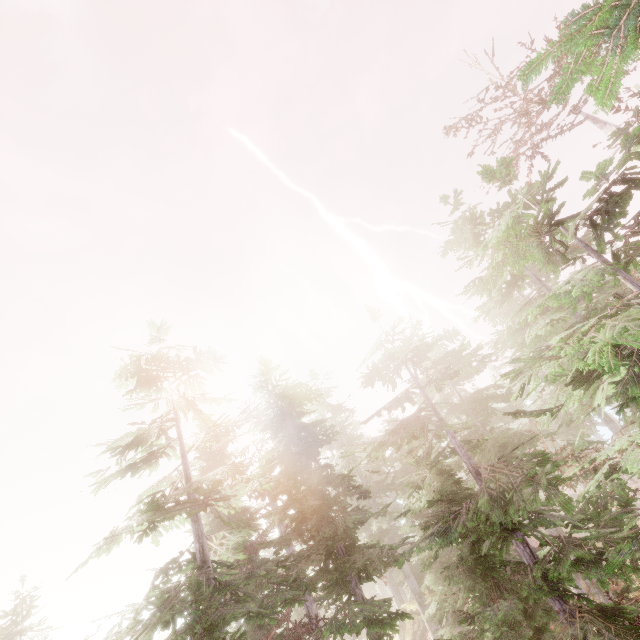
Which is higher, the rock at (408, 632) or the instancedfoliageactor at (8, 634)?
the instancedfoliageactor at (8, 634)

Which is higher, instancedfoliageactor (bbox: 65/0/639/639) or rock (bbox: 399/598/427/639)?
instancedfoliageactor (bbox: 65/0/639/639)

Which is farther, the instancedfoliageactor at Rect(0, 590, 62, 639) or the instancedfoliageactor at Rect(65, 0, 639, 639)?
the instancedfoliageactor at Rect(0, 590, 62, 639)

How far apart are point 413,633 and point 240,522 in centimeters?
2281cm

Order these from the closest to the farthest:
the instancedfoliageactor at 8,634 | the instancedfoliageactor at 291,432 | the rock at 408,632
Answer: the instancedfoliageactor at 291,432, the instancedfoliageactor at 8,634, the rock at 408,632

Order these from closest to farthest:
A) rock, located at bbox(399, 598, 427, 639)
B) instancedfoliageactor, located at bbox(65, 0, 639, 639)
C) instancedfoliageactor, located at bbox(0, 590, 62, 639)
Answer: instancedfoliageactor, located at bbox(65, 0, 639, 639) → instancedfoliageactor, located at bbox(0, 590, 62, 639) → rock, located at bbox(399, 598, 427, 639)

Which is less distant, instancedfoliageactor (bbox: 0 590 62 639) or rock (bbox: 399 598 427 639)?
instancedfoliageactor (bbox: 0 590 62 639)
